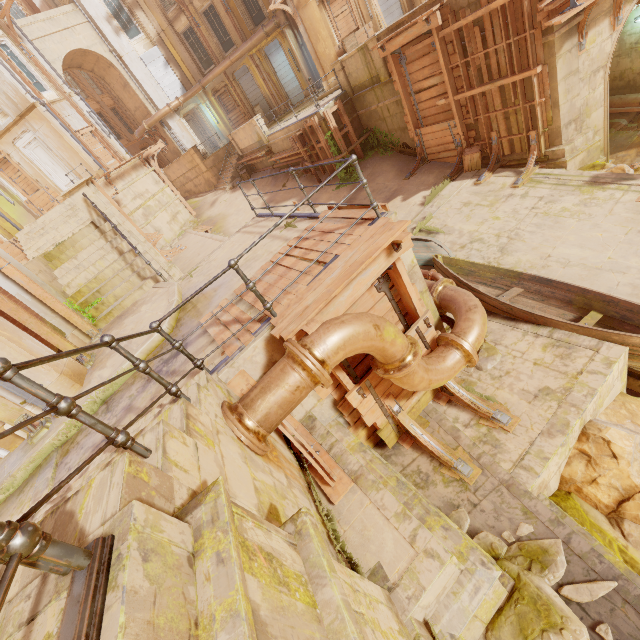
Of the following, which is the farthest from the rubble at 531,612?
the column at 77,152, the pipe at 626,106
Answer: the column at 77,152

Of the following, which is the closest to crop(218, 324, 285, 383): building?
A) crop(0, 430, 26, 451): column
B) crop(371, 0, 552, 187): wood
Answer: crop(371, 0, 552, 187): wood

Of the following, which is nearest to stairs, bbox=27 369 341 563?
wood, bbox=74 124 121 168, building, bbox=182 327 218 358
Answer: building, bbox=182 327 218 358

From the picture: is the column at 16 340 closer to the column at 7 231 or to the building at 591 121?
the column at 7 231

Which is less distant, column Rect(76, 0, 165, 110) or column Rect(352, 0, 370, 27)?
column Rect(352, 0, 370, 27)

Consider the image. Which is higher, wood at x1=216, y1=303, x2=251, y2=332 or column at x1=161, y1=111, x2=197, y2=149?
column at x1=161, y1=111, x2=197, y2=149

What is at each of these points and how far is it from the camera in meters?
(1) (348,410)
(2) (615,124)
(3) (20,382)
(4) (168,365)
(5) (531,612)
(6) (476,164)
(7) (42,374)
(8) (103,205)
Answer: (1) wood, 5.4 m
(2) rubble, 13.0 m
(3) fence, 1.6 m
(4) building, 5.1 m
(5) rubble, 3.5 m
(6) crate, 11.6 m
(7) column, 5.5 m
(8) pillar, 10.4 m

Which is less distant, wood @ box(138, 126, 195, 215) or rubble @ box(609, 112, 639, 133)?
rubble @ box(609, 112, 639, 133)
